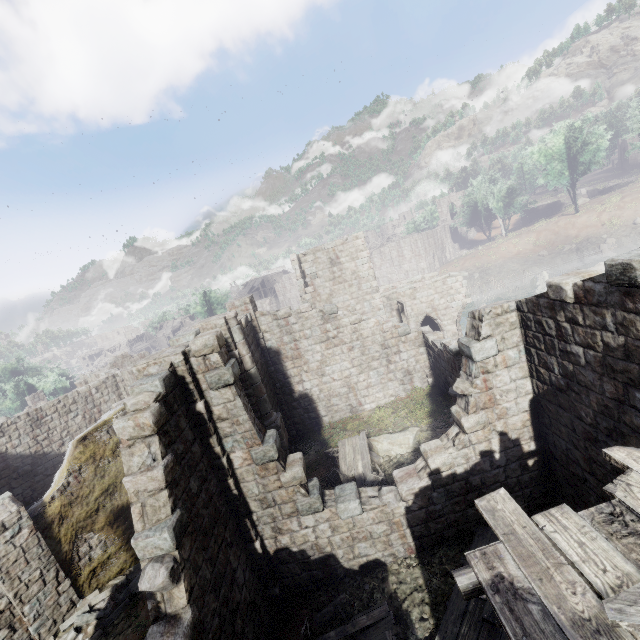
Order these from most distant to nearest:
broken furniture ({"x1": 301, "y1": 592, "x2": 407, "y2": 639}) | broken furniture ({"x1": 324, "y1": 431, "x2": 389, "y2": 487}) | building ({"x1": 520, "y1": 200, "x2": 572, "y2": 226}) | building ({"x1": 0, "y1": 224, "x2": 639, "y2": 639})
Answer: building ({"x1": 520, "y1": 200, "x2": 572, "y2": 226}) → broken furniture ({"x1": 324, "y1": 431, "x2": 389, "y2": 487}) → broken furniture ({"x1": 301, "y1": 592, "x2": 407, "y2": 639}) → building ({"x1": 0, "y1": 224, "x2": 639, "y2": 639})

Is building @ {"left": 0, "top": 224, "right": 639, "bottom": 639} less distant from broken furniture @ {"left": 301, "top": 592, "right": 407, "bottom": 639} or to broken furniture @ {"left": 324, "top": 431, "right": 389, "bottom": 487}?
broken furniture @ {"left": 301, "top": 592, "right": 407, "bottom": 639}

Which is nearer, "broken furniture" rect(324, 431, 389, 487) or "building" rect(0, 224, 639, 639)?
"building" rect(0, 224, 639, 639)

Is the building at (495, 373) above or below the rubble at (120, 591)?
above

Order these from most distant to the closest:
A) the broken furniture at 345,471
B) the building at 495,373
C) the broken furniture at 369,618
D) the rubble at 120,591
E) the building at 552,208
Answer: the building at 552,208, the broken furniture at 345,471, the rubble at 120,591, the broken furniture at 369,618, the building at 495,373

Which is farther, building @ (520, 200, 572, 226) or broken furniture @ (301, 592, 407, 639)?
building @ (520, 200, 572, 226)

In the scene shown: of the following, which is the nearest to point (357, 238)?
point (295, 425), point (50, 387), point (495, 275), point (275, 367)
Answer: point (275, 367)

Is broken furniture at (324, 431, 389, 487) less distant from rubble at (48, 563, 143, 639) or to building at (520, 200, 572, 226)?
building at (520, 200, 572, 226)
